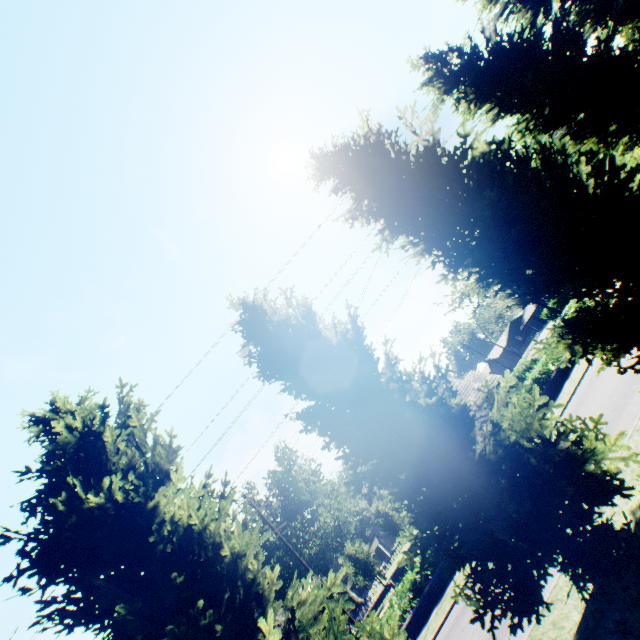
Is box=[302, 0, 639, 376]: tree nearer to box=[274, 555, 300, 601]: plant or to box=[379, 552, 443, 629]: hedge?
box=[274, 555, 300, 601]: plant

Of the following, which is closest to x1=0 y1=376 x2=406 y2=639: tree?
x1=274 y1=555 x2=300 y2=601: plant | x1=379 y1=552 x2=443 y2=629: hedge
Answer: x1=274 y1=555 x2=300 y2=601: plant

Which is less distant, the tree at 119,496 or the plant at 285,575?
the tree at 119,496

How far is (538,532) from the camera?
4.5 meters

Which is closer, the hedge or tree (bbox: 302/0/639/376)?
tree (bbox: 302/0/639/376)

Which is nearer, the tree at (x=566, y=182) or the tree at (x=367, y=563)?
the tree at (x=566, y=182)
